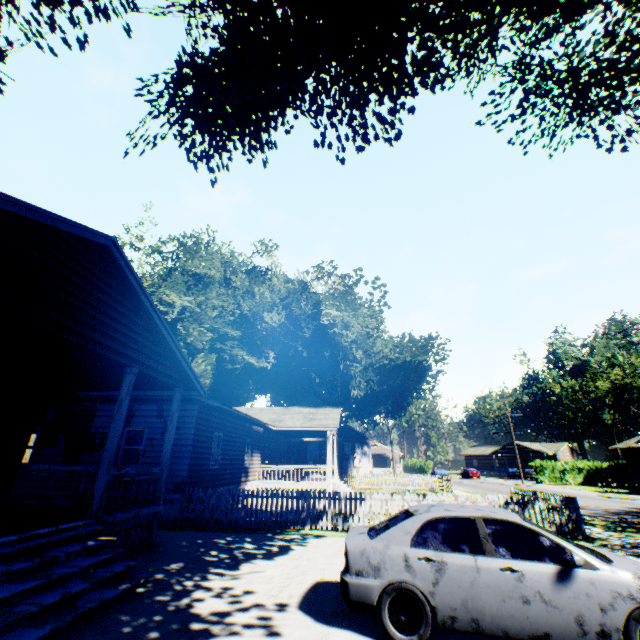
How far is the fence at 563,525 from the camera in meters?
11.3 m

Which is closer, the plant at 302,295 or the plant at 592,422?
the plant at 302,295

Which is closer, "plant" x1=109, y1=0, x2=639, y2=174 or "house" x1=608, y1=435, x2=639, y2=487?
"plant" x1=109, y1=0, x2=639, y2=174

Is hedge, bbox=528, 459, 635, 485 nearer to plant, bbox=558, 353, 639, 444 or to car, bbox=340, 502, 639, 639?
plant, bbox=558, 353, 639, 444

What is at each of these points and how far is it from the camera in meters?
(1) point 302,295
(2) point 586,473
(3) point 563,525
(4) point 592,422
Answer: (1) plant, 32.9
(2) hedge, 41.3
(3) fence, 11.0
(4) plant, 56.0

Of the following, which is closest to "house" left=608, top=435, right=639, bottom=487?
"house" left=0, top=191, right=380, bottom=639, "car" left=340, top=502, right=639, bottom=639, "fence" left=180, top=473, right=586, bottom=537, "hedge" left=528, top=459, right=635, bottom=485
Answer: "hedge" left=528, top=459, right=635, bottom=485

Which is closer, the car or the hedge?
the car

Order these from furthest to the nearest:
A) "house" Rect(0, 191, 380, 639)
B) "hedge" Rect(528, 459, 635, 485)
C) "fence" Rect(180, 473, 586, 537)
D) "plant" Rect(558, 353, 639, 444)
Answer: "plant" Rect(558, 353, 639, 444) → "hedge" Rect(528, 459, 635, 485) → "fence" Rect(180, 473, 586, 537) → "house" Rect(0, 191, 380, 639)
